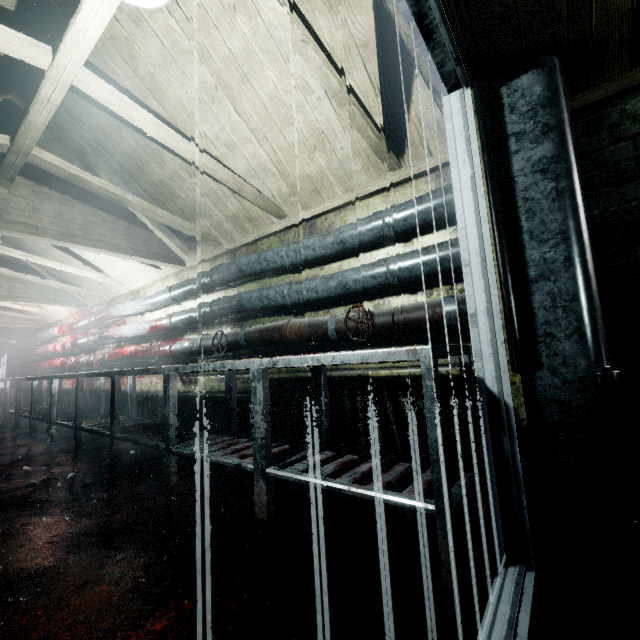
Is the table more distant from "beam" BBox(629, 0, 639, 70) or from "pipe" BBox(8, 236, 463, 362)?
"beam" BBox(629, 0, 639, 70)

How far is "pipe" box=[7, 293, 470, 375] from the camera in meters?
1.8 m

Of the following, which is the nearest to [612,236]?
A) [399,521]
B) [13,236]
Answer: [399,521]

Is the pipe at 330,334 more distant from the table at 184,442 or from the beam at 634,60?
the beam at 634,60

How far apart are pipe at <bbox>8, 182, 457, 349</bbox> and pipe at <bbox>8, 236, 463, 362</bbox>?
0.11m

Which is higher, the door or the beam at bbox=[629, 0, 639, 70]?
the beam at bbox=[629, 0, 639, 70]

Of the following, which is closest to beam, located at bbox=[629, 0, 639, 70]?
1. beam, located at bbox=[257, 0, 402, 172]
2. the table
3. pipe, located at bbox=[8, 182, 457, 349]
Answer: beam, located at bbox=[257, 0, 402, 172]

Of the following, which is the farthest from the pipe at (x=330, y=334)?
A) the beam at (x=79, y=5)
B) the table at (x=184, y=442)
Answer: the beam at (x=79, y=5)
